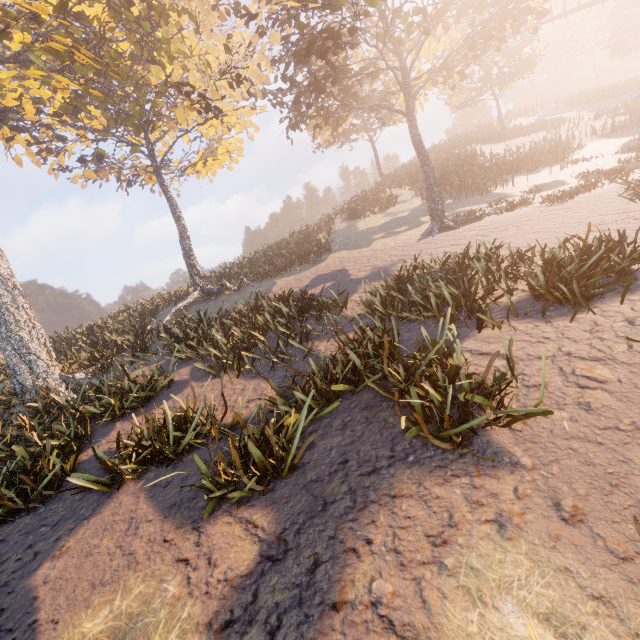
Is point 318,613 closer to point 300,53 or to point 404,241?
point 404,241
